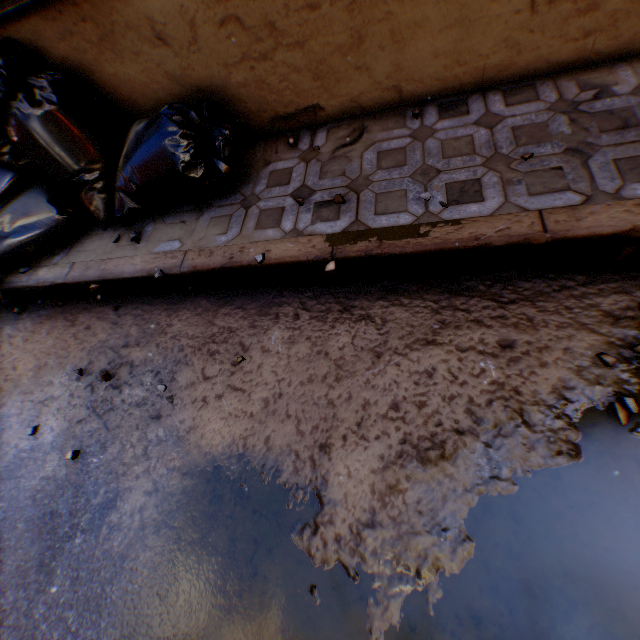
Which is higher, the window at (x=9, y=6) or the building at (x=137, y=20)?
the window at (x=9, y=6)

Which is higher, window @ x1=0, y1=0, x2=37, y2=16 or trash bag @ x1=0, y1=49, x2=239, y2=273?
window @ x1=0, y1=0, x2=37, y2=16

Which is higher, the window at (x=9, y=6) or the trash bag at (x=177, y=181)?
the window at (x=9, y=6)

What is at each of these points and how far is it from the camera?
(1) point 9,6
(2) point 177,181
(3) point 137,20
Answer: (1) window, 2.09m
(2) trash bag, 2.34m
(3) building, 2.14m

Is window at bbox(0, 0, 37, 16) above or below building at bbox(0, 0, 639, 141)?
above
